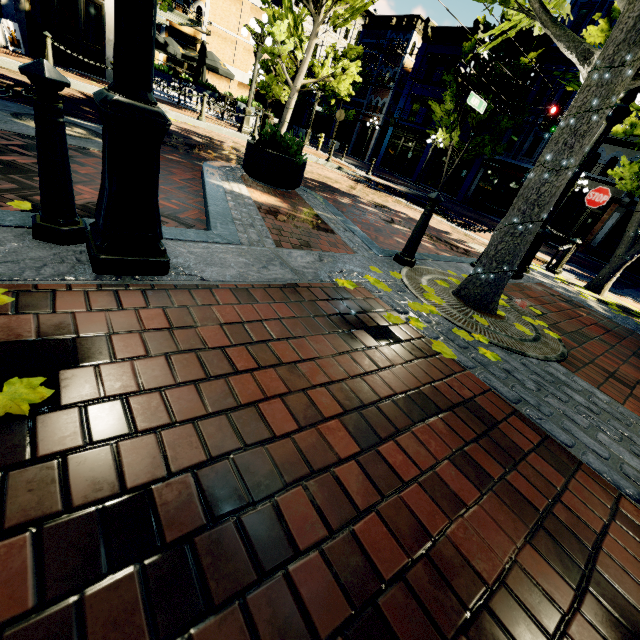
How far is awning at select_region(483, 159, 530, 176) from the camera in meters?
21.5

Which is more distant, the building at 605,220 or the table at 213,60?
the building at 605,220

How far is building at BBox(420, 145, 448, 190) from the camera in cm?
2773

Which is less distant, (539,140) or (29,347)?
(29,347)

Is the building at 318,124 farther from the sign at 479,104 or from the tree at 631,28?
the sign at 479,104

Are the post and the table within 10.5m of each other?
no

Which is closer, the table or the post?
the post

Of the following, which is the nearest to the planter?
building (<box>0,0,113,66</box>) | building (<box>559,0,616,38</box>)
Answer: building (<box>0,0,113,66</box>)
